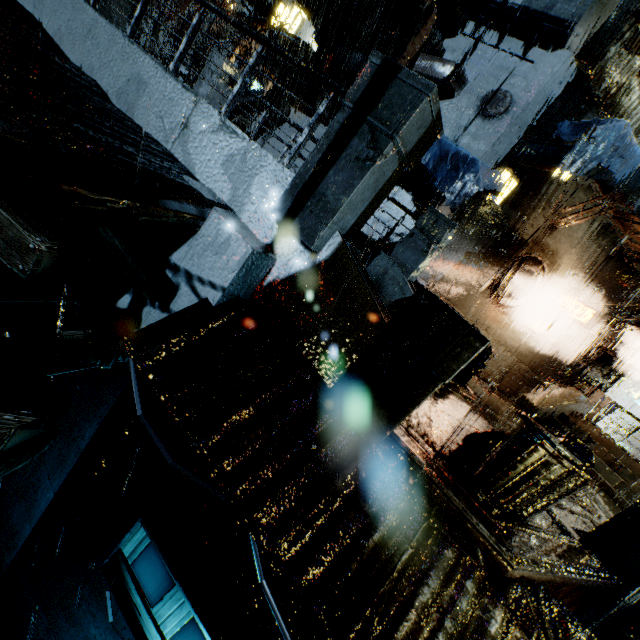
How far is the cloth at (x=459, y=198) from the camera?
9.01m

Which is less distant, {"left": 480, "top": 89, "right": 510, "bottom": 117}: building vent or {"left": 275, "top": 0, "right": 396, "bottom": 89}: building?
{"left": 480, "top": 89, "right": 510, "bottom": 117}: building vent

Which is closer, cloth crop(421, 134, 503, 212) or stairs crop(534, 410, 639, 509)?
cloth crop(421, 134, 503, 212)

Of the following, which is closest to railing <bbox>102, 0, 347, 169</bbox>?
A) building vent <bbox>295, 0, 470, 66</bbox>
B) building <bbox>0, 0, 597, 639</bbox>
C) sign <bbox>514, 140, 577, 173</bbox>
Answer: building <bbox>0, 0, 597, 639</bbox>

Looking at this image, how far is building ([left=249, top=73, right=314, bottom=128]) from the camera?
14.79m

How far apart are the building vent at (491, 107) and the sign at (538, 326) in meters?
8.3

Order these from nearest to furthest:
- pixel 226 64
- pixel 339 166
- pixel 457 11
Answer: pixel 339 166
pixel 226 64
pixel 457 11

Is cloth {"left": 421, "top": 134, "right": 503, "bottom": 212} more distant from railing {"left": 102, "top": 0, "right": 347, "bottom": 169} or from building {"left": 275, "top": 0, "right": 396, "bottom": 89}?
railing {"left": 102, "top": 0, "right": 347, "bottom": 169}
